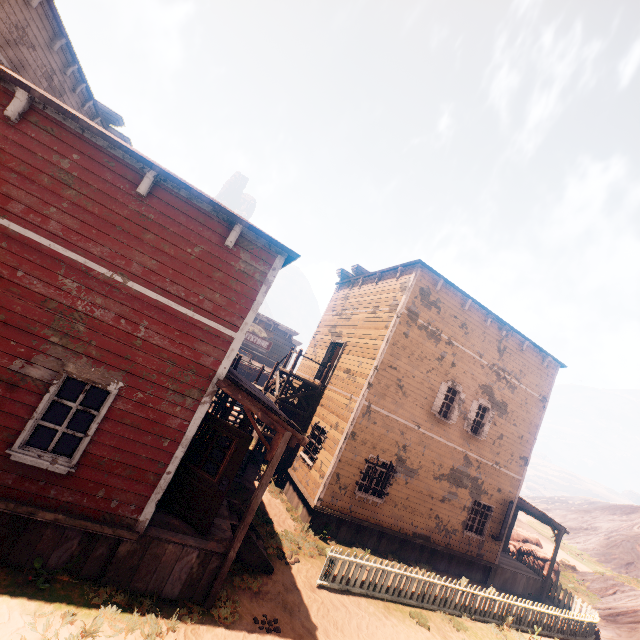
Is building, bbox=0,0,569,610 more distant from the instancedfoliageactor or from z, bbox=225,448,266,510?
the instancedfoliageactor

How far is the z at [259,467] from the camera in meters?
11.3 m

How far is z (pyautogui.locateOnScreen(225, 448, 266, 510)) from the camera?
11.30m

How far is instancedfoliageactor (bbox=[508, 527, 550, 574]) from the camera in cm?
1902

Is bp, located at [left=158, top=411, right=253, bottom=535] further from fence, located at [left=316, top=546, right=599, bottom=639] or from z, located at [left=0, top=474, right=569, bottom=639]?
fence, located at [left=316, top=546, right=599, bottom=639]

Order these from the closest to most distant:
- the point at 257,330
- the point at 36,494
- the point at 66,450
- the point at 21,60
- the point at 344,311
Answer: the point at 36,494 → the point at 66,450 → the point at 21,60 → the point at 344,311 → the point at 257,330

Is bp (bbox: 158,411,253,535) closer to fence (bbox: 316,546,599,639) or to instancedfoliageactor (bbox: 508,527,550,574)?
fence (bbox: 316,546,599,639)

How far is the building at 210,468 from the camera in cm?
938
